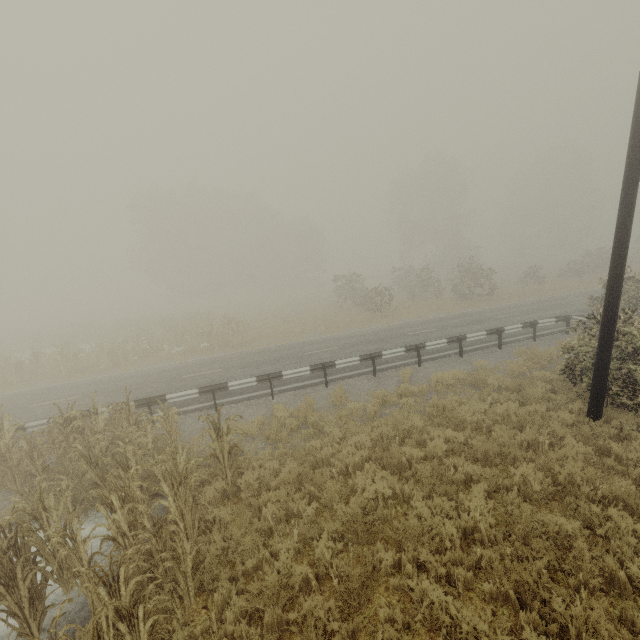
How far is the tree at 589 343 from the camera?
8.5 meters

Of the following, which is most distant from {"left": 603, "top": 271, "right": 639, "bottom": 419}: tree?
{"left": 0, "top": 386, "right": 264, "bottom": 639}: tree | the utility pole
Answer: {"left": 0, "top": 386, "right": 264, "bottom": 639}: tree

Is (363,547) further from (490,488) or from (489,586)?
(490,488)

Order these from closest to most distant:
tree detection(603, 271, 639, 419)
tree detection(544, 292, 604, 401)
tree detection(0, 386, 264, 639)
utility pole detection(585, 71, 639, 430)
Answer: tree detection(0, 386, 264, 639)
utility pole detection(585, 71, 639, 430)
tree detection(603, 271, 639, 419)
tree detection(544, 292, 604, 401)

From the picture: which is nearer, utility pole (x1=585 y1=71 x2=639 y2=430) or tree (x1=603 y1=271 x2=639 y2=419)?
utility pole (x1=585 y1=71 x2=639 y2=430)

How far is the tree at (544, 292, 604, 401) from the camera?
8.5 meters

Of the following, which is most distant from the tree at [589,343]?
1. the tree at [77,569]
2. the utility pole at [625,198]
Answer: the tree at [77,569]

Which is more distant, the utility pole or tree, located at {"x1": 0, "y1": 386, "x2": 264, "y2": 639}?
the utility pole
